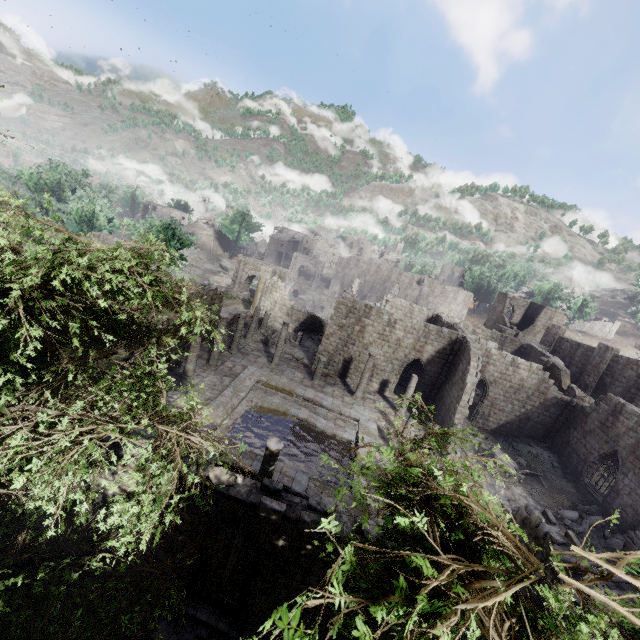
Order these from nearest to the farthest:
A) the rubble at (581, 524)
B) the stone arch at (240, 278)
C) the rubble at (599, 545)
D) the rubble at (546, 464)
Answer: the rubble at (599, 545) < the rubble at (581, 524) < the rubble at (546, 464) < the stone arch at (240, 278)

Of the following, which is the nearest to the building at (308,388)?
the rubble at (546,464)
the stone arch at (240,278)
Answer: the rubble at (546,464)

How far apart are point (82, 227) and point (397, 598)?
47.1m

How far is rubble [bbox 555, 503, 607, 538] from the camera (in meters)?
17.56

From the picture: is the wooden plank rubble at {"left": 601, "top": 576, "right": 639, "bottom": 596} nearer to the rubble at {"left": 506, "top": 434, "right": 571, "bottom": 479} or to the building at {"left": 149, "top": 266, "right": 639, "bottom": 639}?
the building at {"left": 149, "top": 266, "right": 639, "bottom": 639}

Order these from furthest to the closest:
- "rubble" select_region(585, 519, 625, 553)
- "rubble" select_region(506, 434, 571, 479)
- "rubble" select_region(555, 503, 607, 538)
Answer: "rubble" select_region(506, 434, 571, 479), "rubble" select_region(555, 503, 607, 538), "rubble" select_region(585, 519, 625, 553)

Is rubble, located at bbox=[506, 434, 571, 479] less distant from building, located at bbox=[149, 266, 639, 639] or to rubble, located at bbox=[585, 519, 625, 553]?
building, located at bbox=[149, 266, 639, 639]

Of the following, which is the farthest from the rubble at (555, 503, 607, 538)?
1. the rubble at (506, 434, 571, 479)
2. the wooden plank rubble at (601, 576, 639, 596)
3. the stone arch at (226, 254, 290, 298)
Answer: the stone arch at (226, 254, 290, 298)
